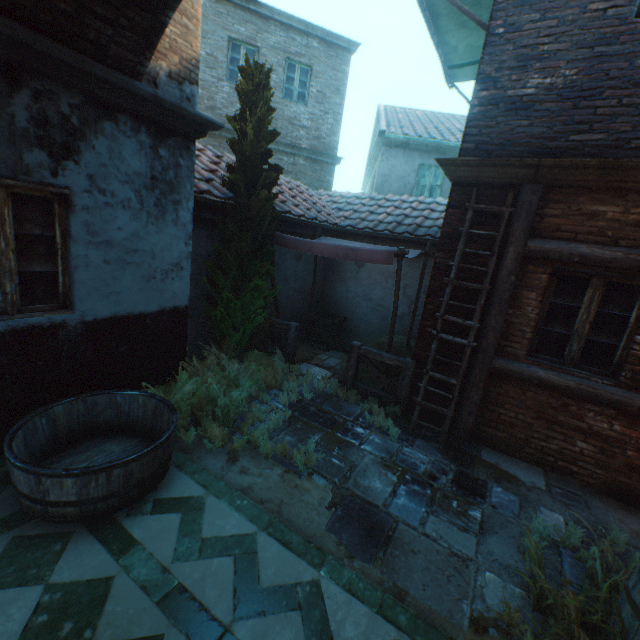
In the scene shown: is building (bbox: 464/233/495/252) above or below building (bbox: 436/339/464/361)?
above

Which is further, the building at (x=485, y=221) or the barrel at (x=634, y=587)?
the building at (x=485, y=221)

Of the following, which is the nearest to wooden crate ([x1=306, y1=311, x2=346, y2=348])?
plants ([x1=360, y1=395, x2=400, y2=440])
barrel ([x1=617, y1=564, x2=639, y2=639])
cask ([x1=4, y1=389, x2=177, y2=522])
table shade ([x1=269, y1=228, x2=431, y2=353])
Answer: table shade ([x1=269, y1=228, x2=431, y2=353])

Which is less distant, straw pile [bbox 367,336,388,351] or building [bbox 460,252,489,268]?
building [bbox 460,252,489,268]

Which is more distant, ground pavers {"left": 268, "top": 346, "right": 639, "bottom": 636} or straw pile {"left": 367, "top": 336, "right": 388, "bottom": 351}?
straw pile {"left": 367, "top": 336, "right": 388, "bottom": 351}

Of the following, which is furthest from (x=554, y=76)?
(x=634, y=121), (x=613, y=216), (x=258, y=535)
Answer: (x=258, y=535)
